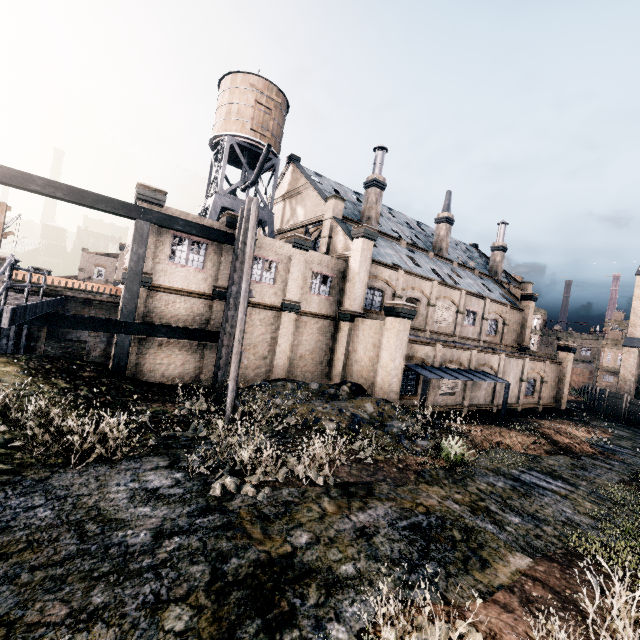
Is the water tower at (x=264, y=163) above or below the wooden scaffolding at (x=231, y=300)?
above

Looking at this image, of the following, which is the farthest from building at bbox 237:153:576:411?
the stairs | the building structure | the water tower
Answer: the water tower

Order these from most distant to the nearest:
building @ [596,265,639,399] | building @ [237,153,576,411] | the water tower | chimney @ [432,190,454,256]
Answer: building @ [596,265,639,399]
chimney @ [432,190,454,256]
the water tower
building @ [237,153,576,411]

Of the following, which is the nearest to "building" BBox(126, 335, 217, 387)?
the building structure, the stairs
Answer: the building structure

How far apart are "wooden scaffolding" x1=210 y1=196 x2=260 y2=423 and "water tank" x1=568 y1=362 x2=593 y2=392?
62.49m

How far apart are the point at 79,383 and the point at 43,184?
9.2m

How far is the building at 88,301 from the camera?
17.73m

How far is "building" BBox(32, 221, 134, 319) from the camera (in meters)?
17.73
